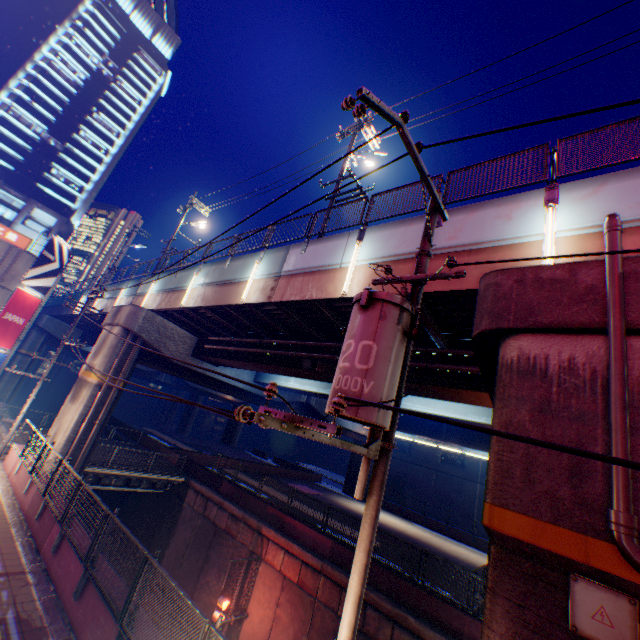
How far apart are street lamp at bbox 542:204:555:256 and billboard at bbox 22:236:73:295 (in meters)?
31.48

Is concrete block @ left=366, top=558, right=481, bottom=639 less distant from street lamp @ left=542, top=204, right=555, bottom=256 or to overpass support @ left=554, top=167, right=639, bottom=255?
overpass support @ left=554, top=167, right=639, bottom=255

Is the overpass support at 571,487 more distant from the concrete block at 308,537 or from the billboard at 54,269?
the billboard at 54,269

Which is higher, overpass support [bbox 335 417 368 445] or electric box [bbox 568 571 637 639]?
overpass support [bbox 335 417 368 445]

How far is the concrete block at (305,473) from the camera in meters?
33.3

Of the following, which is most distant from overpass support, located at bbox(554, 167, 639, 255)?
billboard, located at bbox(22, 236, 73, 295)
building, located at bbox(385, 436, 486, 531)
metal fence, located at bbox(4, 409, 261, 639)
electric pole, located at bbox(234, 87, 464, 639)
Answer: building, located at bbox(385, 436, 486, 531)

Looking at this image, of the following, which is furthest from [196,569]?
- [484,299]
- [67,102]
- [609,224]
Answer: [67,102]
